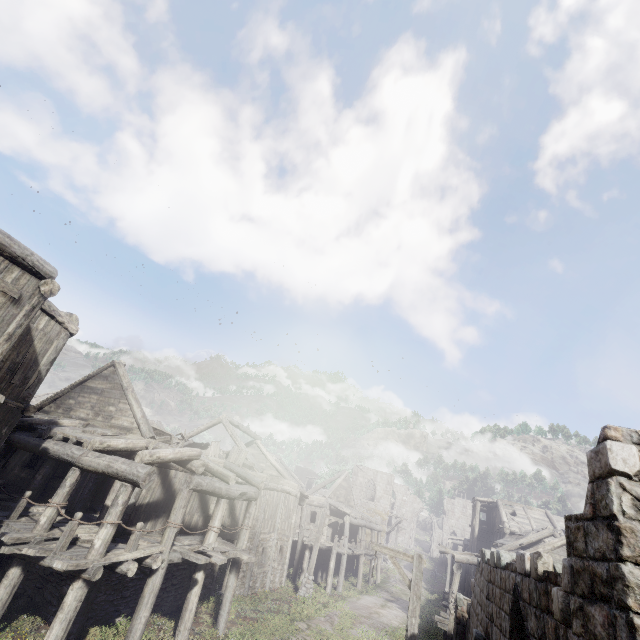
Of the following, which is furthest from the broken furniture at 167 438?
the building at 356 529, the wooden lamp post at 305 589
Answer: the wooden lamp post at 305 589

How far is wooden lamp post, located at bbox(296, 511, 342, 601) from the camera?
19.7m

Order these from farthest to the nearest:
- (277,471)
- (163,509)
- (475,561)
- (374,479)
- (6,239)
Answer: (374,479)
(277,471)
(475,561)
(163,509)
(6,239)

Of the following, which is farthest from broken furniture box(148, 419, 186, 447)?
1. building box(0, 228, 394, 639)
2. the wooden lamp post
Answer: the wooden lamp post

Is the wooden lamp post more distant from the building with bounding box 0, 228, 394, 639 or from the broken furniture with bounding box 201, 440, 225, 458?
the broken furniture with bounding box 201, 440, 225, 458

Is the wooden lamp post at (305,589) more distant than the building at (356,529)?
Yes

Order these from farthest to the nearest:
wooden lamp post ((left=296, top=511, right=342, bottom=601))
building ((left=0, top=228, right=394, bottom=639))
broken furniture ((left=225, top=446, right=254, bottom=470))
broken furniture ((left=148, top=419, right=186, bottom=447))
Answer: wooden lamp post ((left=296, top=511, right=342, bottom=601)) → broken furniture ((left=225, top=446, right=254, bottom=470)) → broken furniture ((left=148, top=419, right=186, bottom=447)) → building ((left=0, top=228, right=394, bottom=639))
